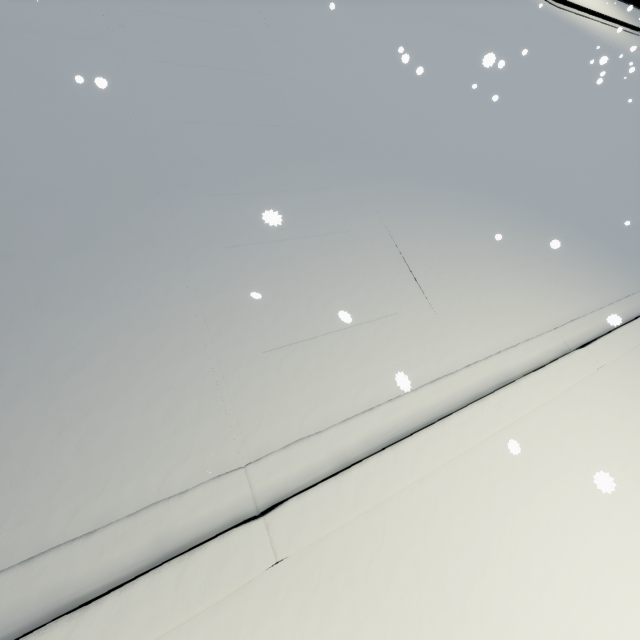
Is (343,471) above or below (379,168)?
above
